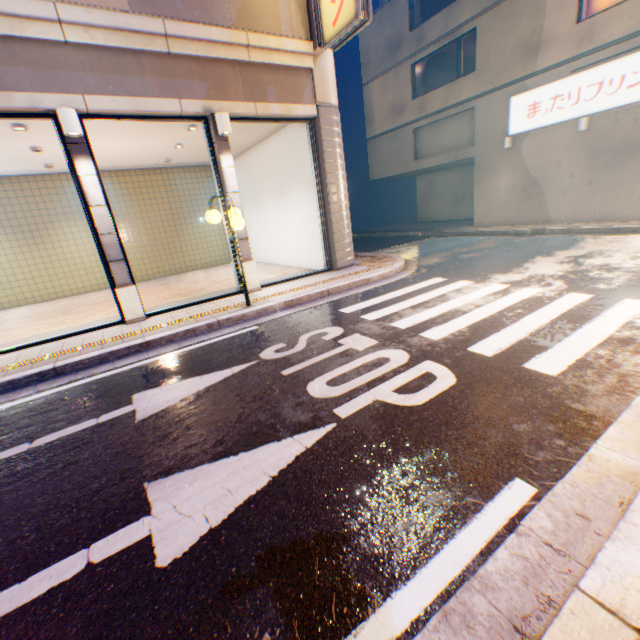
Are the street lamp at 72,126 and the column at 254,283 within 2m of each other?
no

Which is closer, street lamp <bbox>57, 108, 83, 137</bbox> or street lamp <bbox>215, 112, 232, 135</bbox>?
street lamp <bbox>57, 108, 83, 137</bbox>

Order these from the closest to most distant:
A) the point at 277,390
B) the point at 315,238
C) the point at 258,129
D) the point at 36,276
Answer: the point at 277,390 → the point at 258,129 → the point at 315,238 → the point at 36,276

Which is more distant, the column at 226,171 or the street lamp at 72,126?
the column at 226,171

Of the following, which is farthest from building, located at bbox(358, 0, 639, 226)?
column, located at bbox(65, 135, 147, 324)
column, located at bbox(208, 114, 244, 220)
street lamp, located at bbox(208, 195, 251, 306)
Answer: column, located at bbox(65, 135, 147, 324)

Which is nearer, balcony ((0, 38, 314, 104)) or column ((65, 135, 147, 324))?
balcony ((0, 38, 314, 104))

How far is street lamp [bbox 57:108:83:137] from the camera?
5.72m

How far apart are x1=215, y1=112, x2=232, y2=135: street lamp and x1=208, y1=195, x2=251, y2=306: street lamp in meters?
1.6
